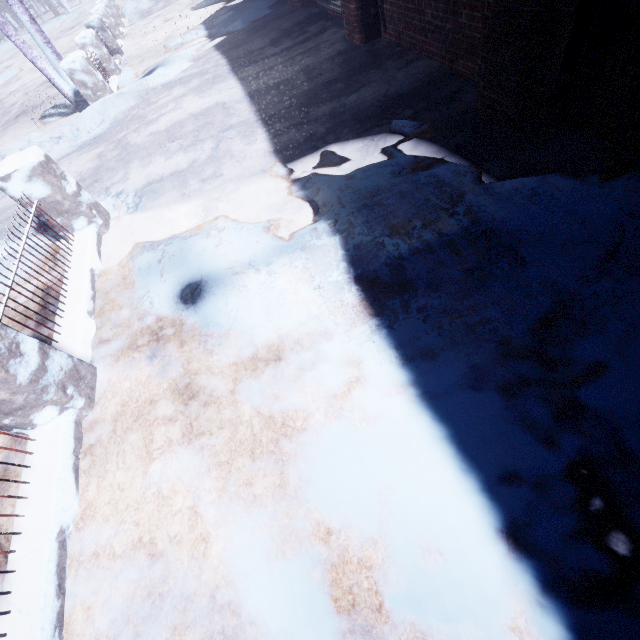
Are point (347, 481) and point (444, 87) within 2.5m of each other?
no

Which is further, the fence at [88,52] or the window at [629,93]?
the fence at [88,52]

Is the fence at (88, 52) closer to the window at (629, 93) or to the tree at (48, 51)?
the tree at (48, 51)

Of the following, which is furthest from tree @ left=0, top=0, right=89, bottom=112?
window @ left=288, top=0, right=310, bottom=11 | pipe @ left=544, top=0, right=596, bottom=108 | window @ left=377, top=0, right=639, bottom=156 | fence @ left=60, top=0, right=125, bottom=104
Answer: pipe @ left=544, top=0, right=596, bottom=108

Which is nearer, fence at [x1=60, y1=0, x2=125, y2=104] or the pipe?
the pipe

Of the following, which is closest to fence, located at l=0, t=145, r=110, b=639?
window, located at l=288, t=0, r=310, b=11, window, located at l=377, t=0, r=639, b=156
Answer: window, located at l=377, t=0, r=639, b=156

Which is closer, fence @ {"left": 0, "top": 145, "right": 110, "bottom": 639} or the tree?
fence @ {"left": 0, "top": 145, "right": 110, "bottom": 639}

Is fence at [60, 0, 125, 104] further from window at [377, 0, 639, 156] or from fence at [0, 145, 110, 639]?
window at [377, 0, 639, 156]
